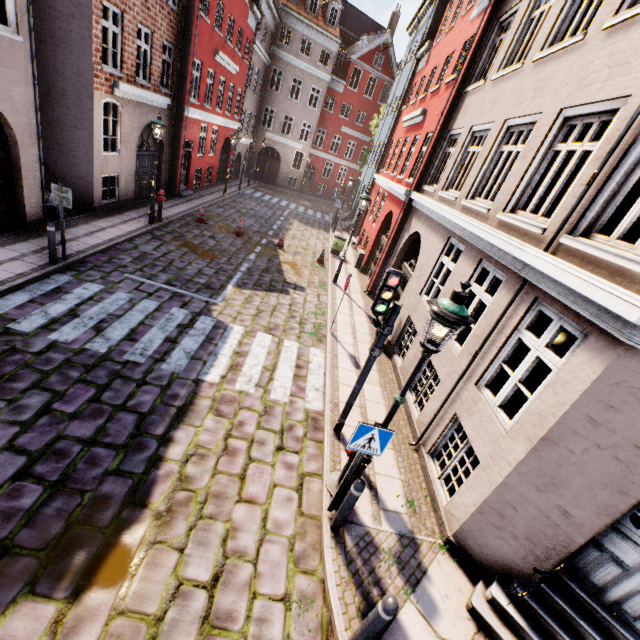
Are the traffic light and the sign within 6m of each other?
yes

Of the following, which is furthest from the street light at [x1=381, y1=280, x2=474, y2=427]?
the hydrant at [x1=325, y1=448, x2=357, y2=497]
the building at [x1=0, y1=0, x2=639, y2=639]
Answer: the building at [x1=0, y1=0, x2=639, y2=639]

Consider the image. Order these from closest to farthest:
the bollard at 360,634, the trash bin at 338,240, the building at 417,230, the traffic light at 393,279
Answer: the bollard at 360,634 < the building at 417,230 < the traffic light at 393,279 < the trash bin at 338,240

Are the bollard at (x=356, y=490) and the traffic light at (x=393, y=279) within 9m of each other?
yes

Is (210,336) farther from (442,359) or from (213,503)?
(442,359)

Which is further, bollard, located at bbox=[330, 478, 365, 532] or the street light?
bollard, located at bbox=[330, 478, 365, 532]
